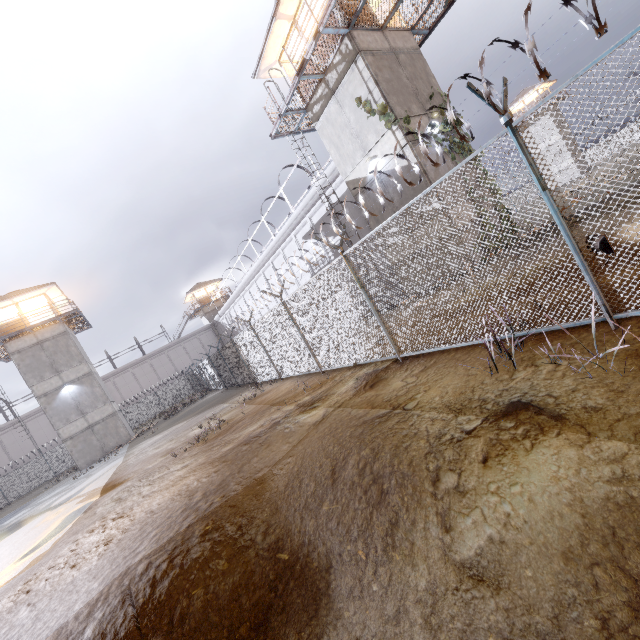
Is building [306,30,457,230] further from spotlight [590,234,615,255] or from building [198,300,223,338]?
building [198,300,223,338]

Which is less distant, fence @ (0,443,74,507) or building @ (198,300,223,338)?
fence @ (0,443,74,507)

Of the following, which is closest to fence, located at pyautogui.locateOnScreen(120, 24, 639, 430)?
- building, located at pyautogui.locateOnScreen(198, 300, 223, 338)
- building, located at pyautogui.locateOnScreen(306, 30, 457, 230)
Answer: building, located at pyautogui.locateOnScreen(306, 30, 457, 230)

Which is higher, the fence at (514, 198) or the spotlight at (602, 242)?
the fence at (514, 198)

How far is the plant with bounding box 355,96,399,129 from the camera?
12.6m

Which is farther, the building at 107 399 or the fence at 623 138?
the building at 107 399

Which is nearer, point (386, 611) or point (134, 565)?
point (386, 611)

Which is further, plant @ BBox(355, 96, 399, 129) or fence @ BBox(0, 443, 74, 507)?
Answer: fence @ BBox(0, 443, 74, 507)
